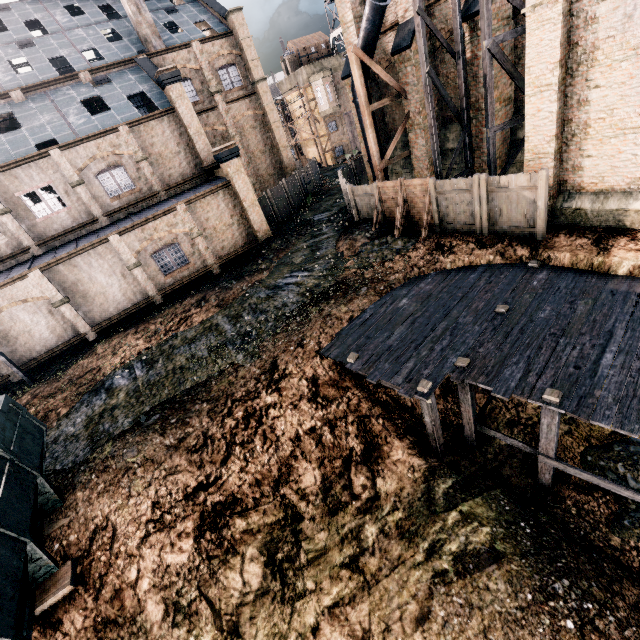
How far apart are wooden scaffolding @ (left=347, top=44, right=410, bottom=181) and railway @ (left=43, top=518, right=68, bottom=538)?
21.14m

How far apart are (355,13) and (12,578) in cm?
2941

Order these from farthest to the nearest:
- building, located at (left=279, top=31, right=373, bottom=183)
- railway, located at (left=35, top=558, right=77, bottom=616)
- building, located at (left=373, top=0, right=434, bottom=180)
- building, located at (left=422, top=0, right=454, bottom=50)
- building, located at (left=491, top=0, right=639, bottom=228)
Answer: building, located at (left=279, top=31, right=373, bottom=183) < building, located at (left=373, top=0, right=434, bottom=180) < building, located at (left=422, top=0, right=454, bottom=50) < building, located at (left=491, top=0, right=639, bottom=228) < railway, located at (left=35, top=558, right=77, bottom=616)

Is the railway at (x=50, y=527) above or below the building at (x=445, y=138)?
below

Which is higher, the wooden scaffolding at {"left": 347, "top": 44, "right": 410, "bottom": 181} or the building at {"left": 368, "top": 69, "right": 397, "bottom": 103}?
the wooden scaffolding at {"left": 347, "top": 44, "right": 410, "bottom": 181}

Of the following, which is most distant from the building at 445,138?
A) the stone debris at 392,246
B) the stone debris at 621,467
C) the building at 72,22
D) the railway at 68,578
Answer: the railway at 68,578

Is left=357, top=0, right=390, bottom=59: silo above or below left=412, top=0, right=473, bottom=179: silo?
above

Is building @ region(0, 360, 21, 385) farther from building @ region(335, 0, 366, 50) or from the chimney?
building @ region(335, 0, 366, 50)
